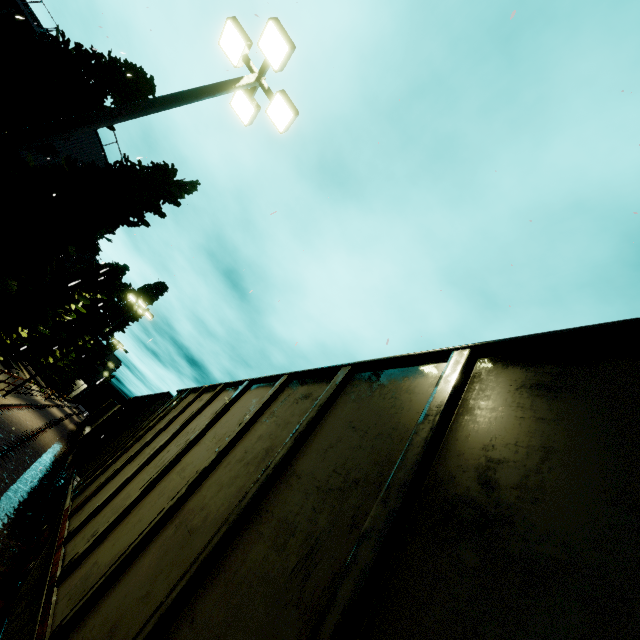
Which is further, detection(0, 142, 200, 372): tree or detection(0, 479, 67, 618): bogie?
detection(0, 142, 200, 372): tree

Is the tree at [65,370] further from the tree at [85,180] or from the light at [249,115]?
the light at [249,115]

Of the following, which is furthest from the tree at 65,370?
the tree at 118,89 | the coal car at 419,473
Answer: the tree at 118,89

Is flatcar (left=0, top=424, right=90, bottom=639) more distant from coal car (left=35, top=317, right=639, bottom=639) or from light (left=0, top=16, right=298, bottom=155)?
light (left=0, top=16, right=298, bottom=155)

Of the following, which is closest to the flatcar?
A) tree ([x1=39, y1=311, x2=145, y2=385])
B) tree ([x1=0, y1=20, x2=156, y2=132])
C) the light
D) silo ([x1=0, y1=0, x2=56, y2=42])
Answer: silo ([x1=0, y1=0, x2=56, y2=42])

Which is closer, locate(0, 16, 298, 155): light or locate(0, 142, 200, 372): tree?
locate(0, 16, 298, 155): light

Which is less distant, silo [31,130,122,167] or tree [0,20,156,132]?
tree [0,20,156,132]

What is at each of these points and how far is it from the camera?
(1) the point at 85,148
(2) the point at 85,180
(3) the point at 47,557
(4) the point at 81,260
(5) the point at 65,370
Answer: (1) silo, 20.9m
(2) tree, 15.2m
(3) flatcar, 4.6m
(4) silo, 36.8m
(5) tree, 43.2m
